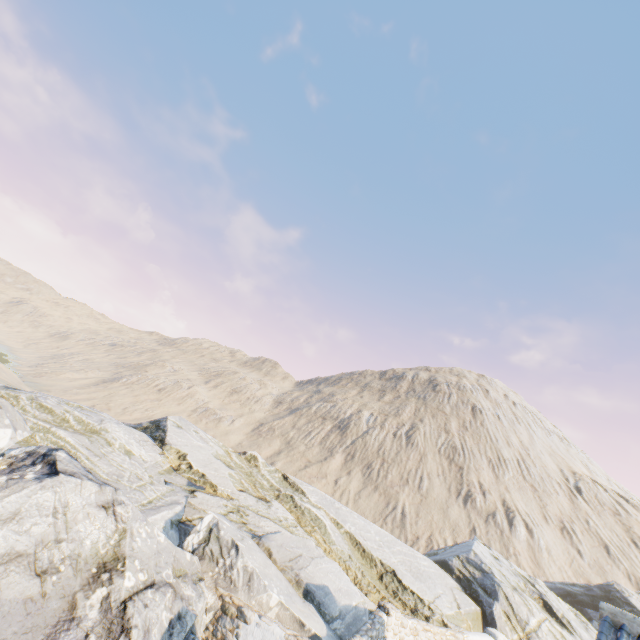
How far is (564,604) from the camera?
22.1m

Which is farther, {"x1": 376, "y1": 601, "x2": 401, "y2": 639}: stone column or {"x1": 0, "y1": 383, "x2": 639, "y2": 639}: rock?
{"x1": 376, "y1": 601, "x2": 401, "y2": 639}: stone column

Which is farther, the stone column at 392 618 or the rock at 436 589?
the stone column at 392 618
